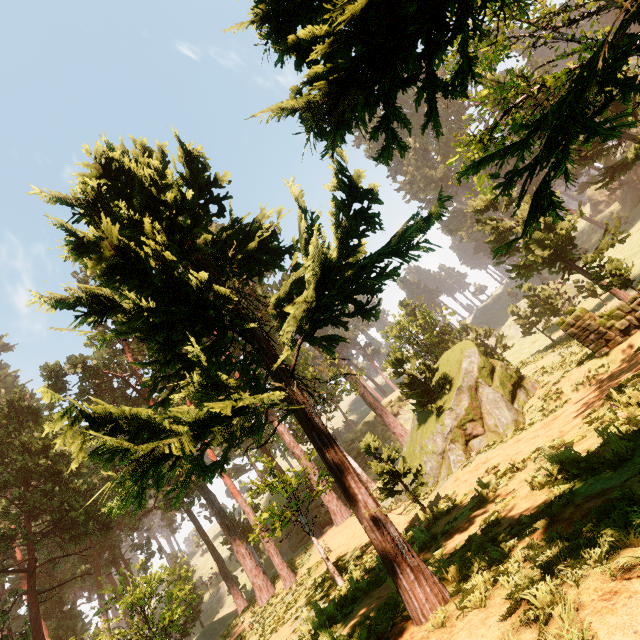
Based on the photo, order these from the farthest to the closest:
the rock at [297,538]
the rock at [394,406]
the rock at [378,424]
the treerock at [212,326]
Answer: the rock at [394,406]
the rock at [378,424]
the rock at [297,538]
the treerock at [212,326]

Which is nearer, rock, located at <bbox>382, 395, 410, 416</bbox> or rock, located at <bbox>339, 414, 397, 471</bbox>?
rock, located at <bbox>339, 414, 397, 471</bbox>

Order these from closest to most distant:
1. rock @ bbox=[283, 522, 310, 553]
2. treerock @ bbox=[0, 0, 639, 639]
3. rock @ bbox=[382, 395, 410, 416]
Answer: treerock @ bbox=[0, 0, 639, 639]
rock @ bbox=[283, 522, 310, 553]
rock @ bbox=[382, 395, 410, 416]

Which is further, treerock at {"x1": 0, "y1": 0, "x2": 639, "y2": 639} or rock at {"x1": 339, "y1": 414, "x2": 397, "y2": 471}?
rock at {"x1": 339, "y1": 414, "x2": 397, "y2": 471}

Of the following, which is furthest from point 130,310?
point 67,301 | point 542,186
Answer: point 542,186

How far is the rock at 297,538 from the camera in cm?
3859
